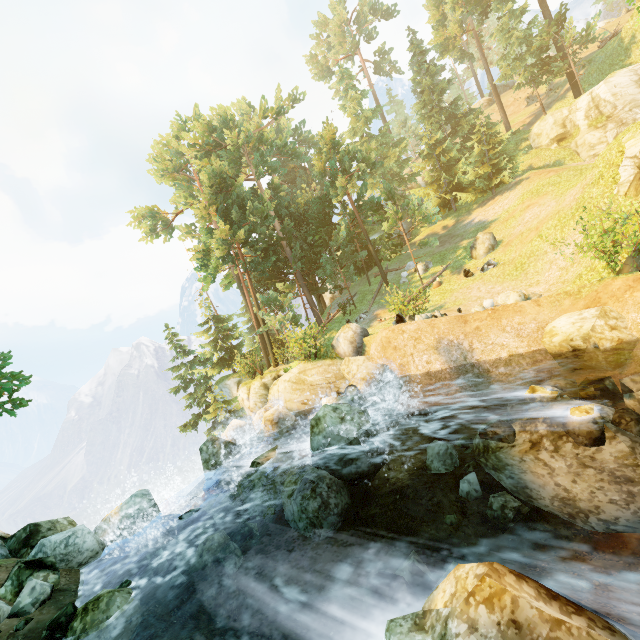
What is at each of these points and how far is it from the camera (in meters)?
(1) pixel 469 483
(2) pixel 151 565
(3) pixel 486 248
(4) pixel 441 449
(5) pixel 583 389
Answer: (1) rock, 7.56
(2) rock, 8.08
(3) rock, 21.38
(4) rock, 8.87
(5) rock, 8.55

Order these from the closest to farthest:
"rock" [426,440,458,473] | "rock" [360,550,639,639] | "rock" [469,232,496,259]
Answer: "rock" [360,550,639,639]
"rock" [426,440,458,473]
"rock" [469,232,496,259]

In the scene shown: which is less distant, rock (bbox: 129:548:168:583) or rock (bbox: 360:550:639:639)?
rock (bbox: 360:550:639:639)

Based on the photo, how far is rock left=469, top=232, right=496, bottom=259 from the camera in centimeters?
2134cm

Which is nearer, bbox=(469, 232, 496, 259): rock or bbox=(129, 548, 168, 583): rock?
bbox=(129, 548, 168, 583): rock

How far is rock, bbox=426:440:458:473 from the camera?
8.7 meters

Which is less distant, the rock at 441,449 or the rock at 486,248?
the rock at 441,449

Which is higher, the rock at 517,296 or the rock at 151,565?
the rock at 517,296
